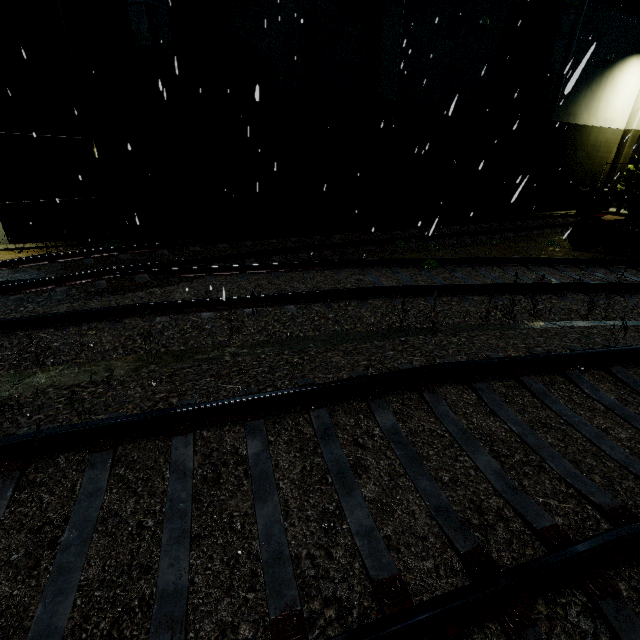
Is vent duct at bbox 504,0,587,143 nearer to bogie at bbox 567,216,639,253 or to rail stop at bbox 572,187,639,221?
bogie at bbox 567,216,639,253

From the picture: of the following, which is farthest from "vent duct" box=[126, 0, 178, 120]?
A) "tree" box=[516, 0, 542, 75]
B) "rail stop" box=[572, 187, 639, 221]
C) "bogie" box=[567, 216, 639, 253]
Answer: "rail stop" box=[572, 187, 639, 221]

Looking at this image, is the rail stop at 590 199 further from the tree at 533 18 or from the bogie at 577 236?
the bogie at 577 236

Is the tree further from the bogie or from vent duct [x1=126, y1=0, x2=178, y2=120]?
the bogie

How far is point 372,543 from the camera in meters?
2.3 m

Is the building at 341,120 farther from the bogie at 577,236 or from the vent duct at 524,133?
the bogie at 577,236

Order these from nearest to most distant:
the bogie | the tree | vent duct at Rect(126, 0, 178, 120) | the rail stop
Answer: vent duct at Rect(126, 0, 178, 120)
the bogie
the tree
the rail stop

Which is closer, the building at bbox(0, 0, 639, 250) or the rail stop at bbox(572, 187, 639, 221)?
the building at bbox(0, 0, 639, 250)
